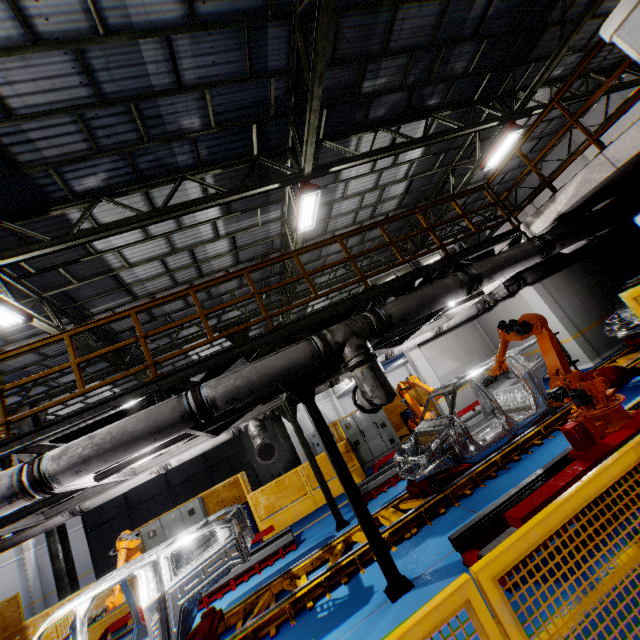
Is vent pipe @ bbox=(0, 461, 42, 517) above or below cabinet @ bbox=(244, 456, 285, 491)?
above

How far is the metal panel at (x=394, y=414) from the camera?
14.57m

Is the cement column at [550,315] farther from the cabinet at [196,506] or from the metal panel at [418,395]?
the cabinet at [196,506]

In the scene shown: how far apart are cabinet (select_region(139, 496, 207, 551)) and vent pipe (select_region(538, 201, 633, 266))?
14.20m

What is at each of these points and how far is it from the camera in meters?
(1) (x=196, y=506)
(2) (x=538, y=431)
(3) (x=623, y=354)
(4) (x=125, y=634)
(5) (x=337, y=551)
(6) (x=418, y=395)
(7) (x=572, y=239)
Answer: (1) cabinet, 11.8 m
(2) platform, 6.9 m
(3) platform, 9.3 m
(4) metal platform, 7.6 m
(5) platform, 6.3 m
(6) metal panel, 14.2 m
(7) vent pipe, 6.6 m

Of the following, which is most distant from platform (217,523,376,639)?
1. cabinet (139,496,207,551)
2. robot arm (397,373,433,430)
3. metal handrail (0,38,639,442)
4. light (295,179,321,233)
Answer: light (295,179,321,233)

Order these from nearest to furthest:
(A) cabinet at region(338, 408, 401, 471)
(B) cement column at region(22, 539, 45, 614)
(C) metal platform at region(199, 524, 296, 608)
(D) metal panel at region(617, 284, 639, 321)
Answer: (D) metal panel at region(617, 284, 639, 321), (C) metal platform at region(199, 524, 296, 608), (A) cabinet at region(338, 408, 401, 471), (B) cement column at region(22, 539, 45, 614)

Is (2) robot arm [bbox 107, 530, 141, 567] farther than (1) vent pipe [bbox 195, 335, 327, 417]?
Yes
